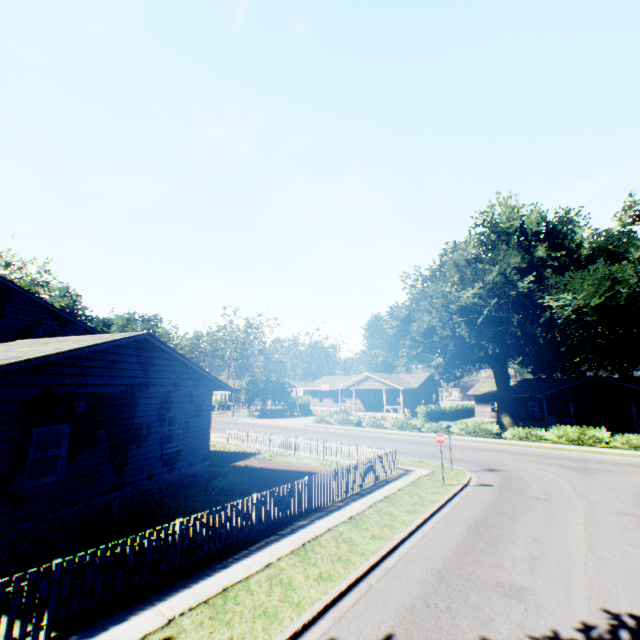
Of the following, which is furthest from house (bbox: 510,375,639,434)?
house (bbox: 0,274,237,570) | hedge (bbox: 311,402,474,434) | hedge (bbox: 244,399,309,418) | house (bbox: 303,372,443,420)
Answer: house (bbox: 0,274,237,570)

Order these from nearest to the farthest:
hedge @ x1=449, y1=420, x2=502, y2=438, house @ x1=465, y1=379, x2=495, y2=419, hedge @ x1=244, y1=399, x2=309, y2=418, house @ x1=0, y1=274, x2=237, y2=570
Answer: house @ x1=0, y1=274, x2=237, y2=570
hedge @ x1=449, y1=420, x2=502, y2=438
house @ x1=465, y1=379, x2=495, y2=419
hedge @ x1=244, y1=399, x2=309, y2=418

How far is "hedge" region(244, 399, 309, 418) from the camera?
48.50m

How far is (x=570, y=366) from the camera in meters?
28.7

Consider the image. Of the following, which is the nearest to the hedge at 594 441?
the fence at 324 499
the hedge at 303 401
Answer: the hedge at 303 401

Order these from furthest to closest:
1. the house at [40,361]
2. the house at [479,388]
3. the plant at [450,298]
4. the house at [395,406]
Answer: the house at [479,388], the house at [395,406], the plant at [450,298], the house at [40,361]

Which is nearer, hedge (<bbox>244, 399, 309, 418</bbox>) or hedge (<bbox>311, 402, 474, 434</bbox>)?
hedge (<bbox>311, 402, 474, 434</bbox>)
